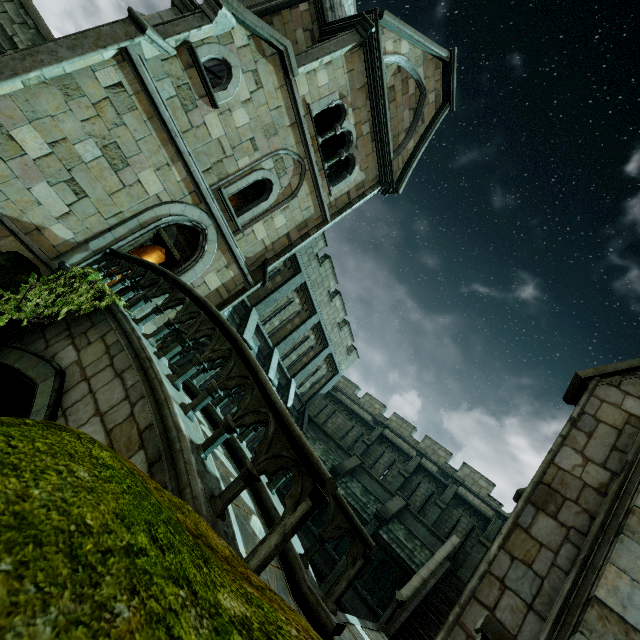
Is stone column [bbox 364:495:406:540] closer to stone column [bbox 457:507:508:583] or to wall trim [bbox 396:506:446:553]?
wall trim [bbox 396:506:446:553]

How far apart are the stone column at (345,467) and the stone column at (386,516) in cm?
277

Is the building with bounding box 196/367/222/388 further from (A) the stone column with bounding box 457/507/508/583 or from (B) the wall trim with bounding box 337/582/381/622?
(B) the wall trim with bounding box 337/582/381/622

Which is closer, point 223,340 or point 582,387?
point 223,340

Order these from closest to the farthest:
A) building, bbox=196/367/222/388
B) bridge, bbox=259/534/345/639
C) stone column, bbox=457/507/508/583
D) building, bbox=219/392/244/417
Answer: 1. bridge, bbox=259/534/345/639
2. building, bbox=196/367/222/388
3. building, bbox=219/392/244/417
4. stone column, bbox=457/507/508/583

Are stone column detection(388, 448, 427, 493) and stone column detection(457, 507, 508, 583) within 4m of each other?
no

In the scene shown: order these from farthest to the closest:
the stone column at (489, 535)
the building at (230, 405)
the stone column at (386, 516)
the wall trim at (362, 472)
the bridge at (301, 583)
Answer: the wall trim at (362, 472) → the stone column at (489, 535) → the stone column at (386, 516) → the building at (230, 405) → the bridge at (301, 583)

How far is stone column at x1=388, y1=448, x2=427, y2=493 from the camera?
22.02m
